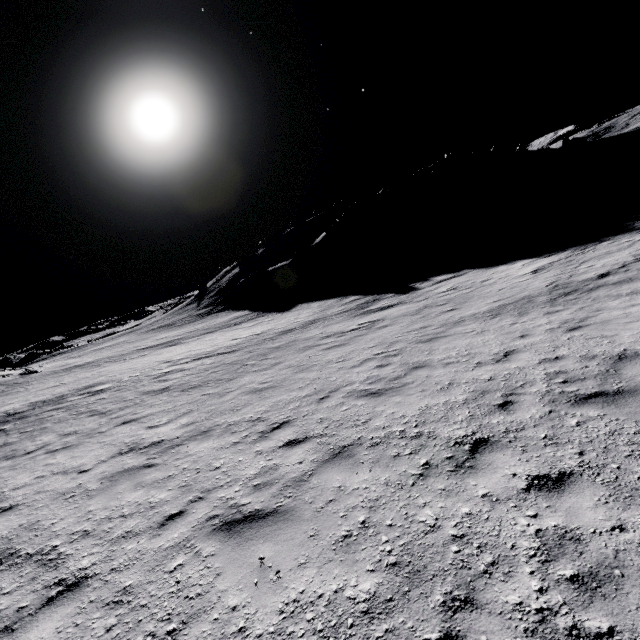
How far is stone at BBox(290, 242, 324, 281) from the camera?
45.8m

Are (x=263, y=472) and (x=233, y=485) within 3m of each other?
yes

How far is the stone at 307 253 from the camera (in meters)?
45.84
